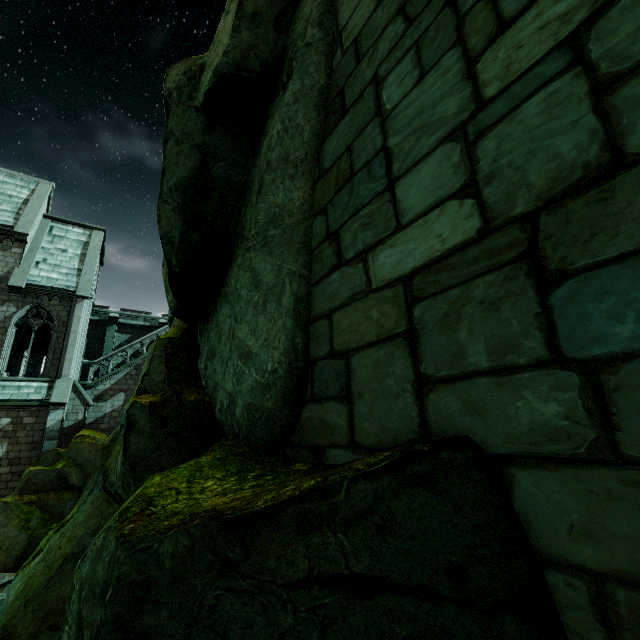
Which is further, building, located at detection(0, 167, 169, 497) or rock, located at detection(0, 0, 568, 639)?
building, located at detection(0, 167, 169, 497)

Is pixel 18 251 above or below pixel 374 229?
above

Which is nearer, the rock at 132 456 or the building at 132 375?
the rock at 132 456
